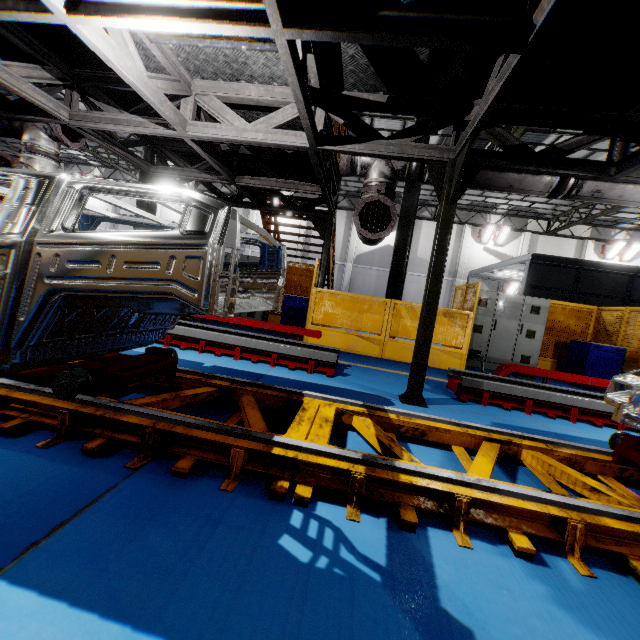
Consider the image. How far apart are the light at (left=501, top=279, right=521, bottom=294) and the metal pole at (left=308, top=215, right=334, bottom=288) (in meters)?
15.99

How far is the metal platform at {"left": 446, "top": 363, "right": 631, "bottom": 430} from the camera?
4.9 meters

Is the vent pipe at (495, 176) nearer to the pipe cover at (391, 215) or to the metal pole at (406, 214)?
the pipe cover at (391, 215)

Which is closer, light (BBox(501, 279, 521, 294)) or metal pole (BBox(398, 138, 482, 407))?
metal pole (BBox(398, 138, 482, 407))

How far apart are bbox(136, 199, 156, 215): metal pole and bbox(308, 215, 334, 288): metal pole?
5.04m

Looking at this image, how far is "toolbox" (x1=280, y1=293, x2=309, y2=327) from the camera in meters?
8.9 m

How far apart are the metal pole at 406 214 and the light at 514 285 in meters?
14.0 m

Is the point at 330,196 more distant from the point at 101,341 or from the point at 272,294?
the point at 101,341
